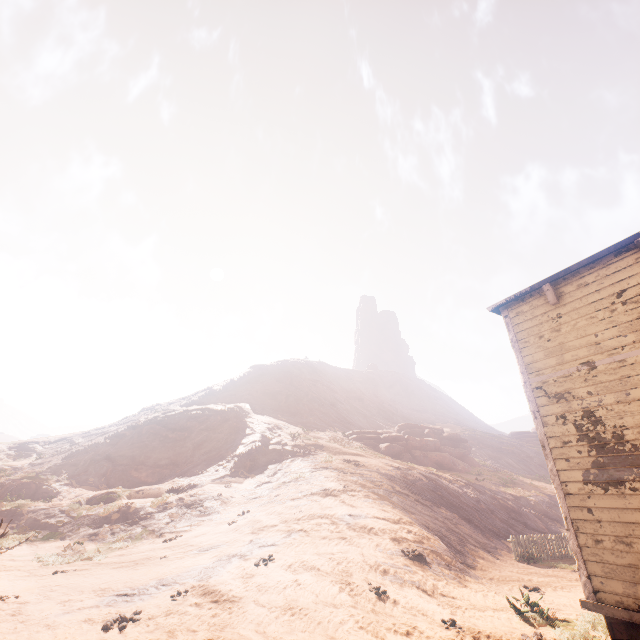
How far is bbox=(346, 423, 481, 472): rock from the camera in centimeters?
2962cm

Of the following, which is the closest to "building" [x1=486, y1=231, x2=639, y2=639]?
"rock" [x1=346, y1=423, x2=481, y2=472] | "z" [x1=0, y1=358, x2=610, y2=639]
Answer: "z" [x1=0, y1=358, x2=610, y2=639]

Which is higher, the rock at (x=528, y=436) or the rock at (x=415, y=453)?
the rock at (x=528, y=436)

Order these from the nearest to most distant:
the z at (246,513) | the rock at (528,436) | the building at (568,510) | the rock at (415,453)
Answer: the building at (568,510)
the z at (246,513)
the rock at (415,453)
the rock at (528,436)

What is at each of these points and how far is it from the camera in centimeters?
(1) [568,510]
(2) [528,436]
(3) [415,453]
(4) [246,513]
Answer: (1) building, 629cm
(2) rock, 5816cm
(3) rock, 3012cm
(4) z, 1592cm

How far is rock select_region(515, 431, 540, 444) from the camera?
56.09m

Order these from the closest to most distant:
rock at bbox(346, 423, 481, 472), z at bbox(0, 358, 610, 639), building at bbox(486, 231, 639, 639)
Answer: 1. building at bbox(486, 231, 639, 639)
2. z at bbox(0, 358, 610, 639)
3. rock at bbox(346, 423, 481, 472)
